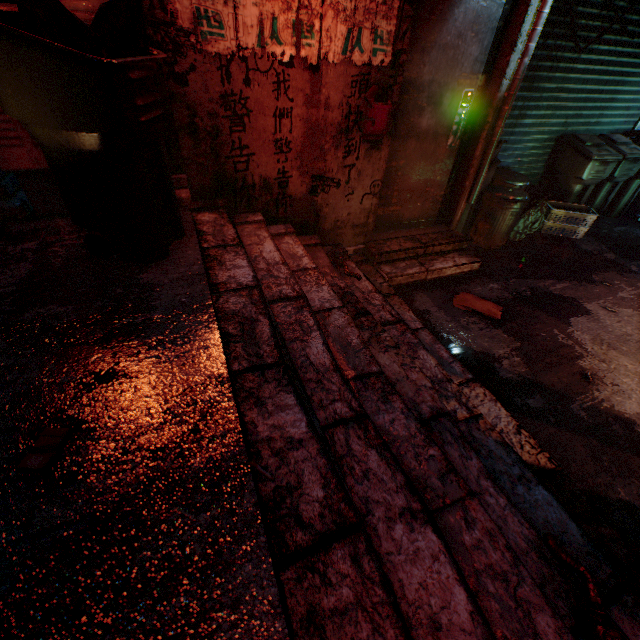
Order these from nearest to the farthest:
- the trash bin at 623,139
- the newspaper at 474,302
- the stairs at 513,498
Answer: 1. the stairs at 513,498
2. the newspaper at 474,302
3. the trash bin at 623,139

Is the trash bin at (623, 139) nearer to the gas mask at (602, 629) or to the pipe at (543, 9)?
the pipe at (543, 9)

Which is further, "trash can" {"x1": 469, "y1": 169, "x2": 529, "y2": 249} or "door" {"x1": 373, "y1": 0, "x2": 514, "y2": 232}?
"trash can" {"x1": 469, "y1": 169, "x2": 529, "y2": 249}

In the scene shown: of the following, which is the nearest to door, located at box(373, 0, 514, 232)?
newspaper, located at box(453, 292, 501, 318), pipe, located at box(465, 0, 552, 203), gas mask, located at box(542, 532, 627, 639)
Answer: pipe, located at box(465, 0, 552, 203)

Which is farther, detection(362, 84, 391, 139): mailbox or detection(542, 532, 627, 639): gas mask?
detection(362, 84, 391, 139): mailbox

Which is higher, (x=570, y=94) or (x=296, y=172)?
(x=570, y=94)

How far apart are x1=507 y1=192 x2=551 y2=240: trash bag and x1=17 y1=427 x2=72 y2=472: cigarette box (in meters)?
4.66

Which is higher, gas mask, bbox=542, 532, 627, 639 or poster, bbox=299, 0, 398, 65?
poster, bbox=299, 0, 398, 65
